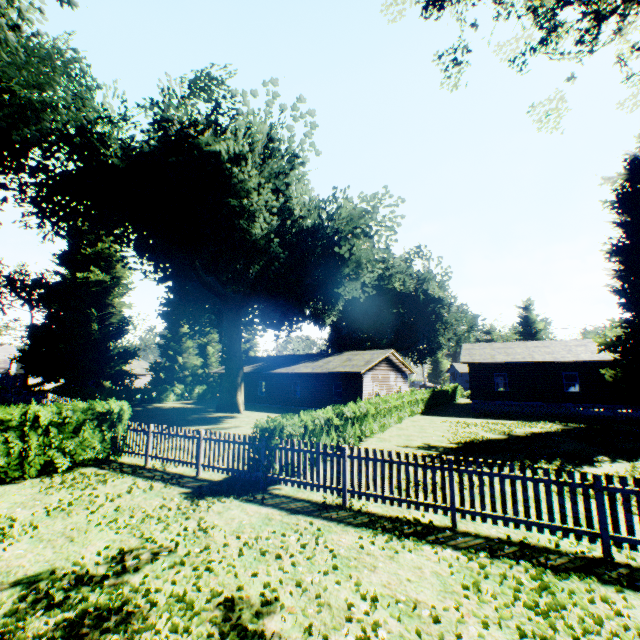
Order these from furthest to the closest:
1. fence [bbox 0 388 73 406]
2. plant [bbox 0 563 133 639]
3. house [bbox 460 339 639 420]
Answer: house [bbox 460 339 639 420]
fence [bbox 0 388 73 406]
plant [bbox 0 563 133 639]

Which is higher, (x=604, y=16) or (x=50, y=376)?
(x=604, y=16)

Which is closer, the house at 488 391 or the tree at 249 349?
the house at 488 391

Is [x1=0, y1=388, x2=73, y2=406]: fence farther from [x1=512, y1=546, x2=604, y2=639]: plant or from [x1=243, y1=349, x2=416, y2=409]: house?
[x1=243, y1=349, x2=416, y2=409]: house

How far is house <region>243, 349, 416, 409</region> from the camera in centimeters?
2853cm

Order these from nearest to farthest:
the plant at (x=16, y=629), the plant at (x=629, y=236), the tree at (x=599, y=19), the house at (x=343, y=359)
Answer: the plant at (x=16, y=629) → the tree at (x=599, y=19) → the plant at (x=629, y=236) → the house at (x=343, y=359)

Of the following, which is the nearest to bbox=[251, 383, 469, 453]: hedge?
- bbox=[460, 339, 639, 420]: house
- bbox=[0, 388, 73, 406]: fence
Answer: bbox=[0, 388, 73, 406]: fence

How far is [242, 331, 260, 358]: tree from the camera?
53.5 meters
